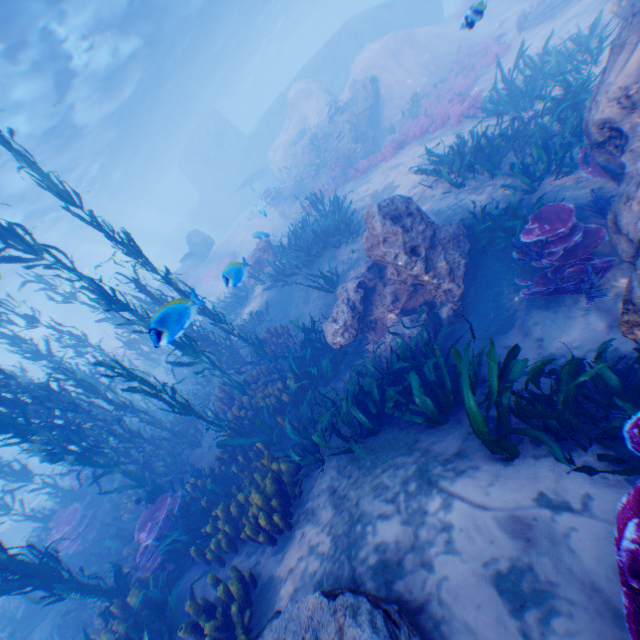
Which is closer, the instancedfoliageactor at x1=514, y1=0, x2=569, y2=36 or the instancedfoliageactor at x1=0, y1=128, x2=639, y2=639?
the instancedfoliageactor at x1=0, y1=128, x2=639, y2=639

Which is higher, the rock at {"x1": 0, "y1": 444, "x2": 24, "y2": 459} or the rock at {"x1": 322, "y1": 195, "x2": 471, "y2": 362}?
the rock at {"x1": 0, "y1": 444, "x2": 24, "y2": 459}

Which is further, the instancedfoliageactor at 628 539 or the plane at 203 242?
the plane at 203 242

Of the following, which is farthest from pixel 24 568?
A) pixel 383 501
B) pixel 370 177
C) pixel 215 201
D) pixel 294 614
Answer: pixel 215 201

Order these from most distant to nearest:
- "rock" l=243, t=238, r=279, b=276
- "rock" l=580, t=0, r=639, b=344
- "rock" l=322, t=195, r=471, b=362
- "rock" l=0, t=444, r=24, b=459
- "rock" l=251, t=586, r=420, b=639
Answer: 1. "rock" l=0, t=444, r=24, b=459
2. "rock" l=243, t=238, r=279, b=276
3. "rock" l=322, t=195, r=471, b=362
4. "rock" l=580, t=0, r=639, b=344
5. "rock" l=251, t=586, r=420, b=639

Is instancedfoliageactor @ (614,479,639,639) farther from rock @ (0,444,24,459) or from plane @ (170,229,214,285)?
plane @ (170,229,214,285)

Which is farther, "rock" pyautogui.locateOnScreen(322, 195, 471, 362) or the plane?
the plane

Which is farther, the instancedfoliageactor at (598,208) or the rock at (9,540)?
the rock at (9,540)
